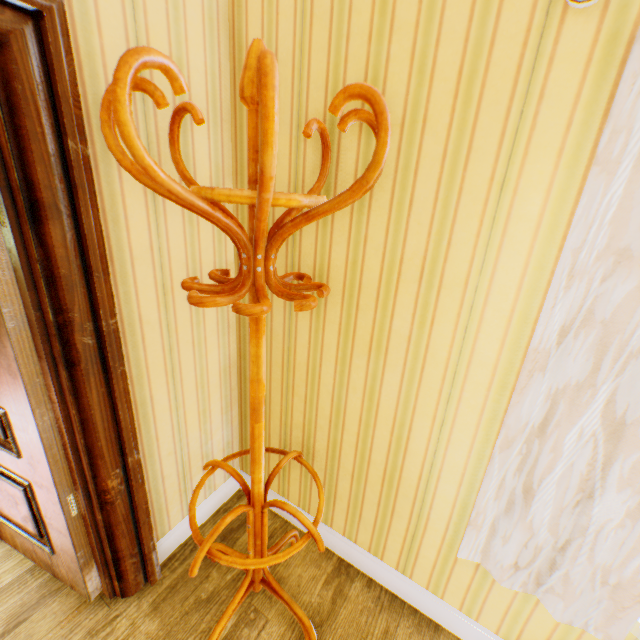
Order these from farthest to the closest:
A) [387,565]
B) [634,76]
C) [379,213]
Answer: [387,565]
[379,213]
[634,76]

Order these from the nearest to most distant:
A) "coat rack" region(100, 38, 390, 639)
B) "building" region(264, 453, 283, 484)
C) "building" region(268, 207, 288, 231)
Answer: "coat rack" region(100, 38, 390, 639) → "building" region(268, 207, 288, 231) → "building" region(264, 453, 283, 484)

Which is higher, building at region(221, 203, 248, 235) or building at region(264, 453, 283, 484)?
building at region(221, 203, 248, 235)

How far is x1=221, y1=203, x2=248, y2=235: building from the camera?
1.6 meters

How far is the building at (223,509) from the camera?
2.0m

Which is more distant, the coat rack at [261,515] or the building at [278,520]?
the building at [278,520]

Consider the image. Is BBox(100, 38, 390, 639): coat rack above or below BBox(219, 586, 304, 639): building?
above
